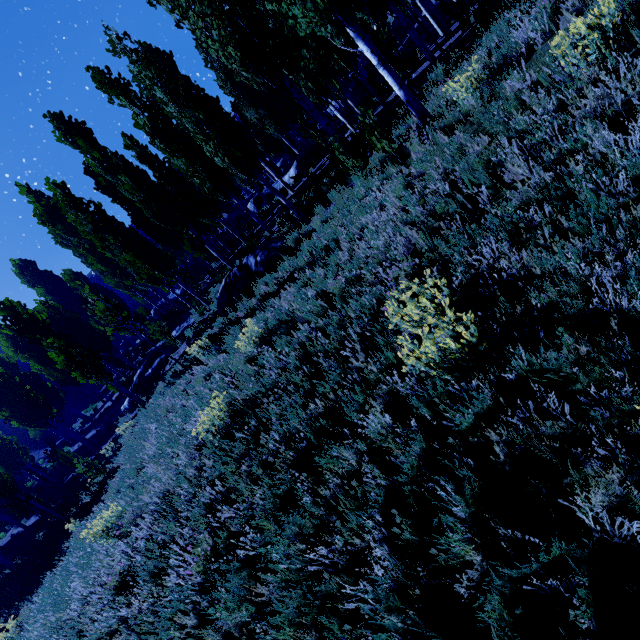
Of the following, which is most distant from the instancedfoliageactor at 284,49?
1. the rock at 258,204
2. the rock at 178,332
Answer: the rock at 178,332

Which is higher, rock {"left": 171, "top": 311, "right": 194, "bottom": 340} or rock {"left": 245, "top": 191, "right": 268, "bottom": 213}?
rock {"left": 245, "top": 191, "right": 268, "bottom": 213}

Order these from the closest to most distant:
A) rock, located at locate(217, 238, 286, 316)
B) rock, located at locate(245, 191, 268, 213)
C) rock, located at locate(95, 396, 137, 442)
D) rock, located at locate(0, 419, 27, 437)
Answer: rock, located at locate(217, 238, 286, 316), rock, located at locate(95, 396, 137, 442), rock, located at locate(245, 191, 268, 213), rock, located at locate(0, 419, 27, 437)

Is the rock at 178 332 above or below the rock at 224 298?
above

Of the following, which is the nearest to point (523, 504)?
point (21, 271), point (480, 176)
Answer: point (480, 176)

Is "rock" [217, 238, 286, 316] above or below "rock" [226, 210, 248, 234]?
below

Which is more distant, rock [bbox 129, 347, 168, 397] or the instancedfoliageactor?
rock [bbox 129, 347, 168, 397]

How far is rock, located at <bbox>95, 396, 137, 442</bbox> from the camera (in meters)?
19.25
